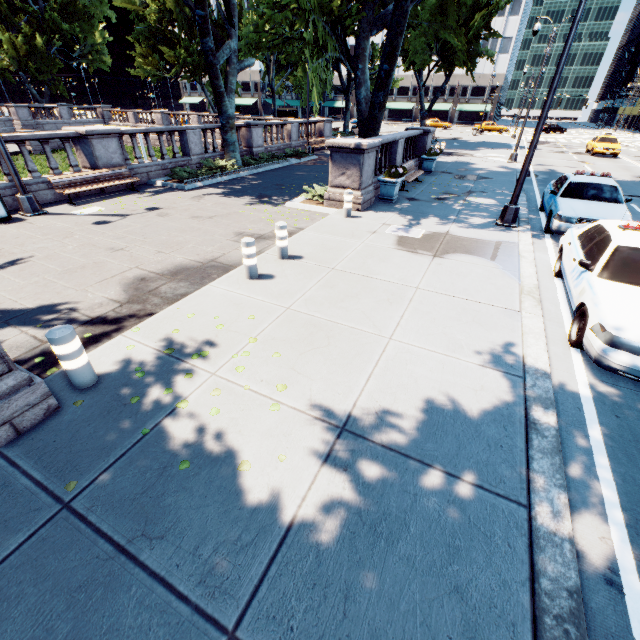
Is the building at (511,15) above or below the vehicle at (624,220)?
above

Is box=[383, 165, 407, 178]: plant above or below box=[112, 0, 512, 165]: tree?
below

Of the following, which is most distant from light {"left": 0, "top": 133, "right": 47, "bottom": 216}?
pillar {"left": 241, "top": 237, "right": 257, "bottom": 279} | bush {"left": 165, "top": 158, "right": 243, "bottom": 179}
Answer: pillar {"left": 241, "top": 237, "right": 257, "bottom": 279}

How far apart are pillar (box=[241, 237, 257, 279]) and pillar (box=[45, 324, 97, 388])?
3.2 meters

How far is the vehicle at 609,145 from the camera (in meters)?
26.53

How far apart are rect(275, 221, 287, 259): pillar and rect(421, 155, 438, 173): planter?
13.67m

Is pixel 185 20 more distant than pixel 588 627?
Yes

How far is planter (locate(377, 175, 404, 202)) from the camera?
11.8 meters
